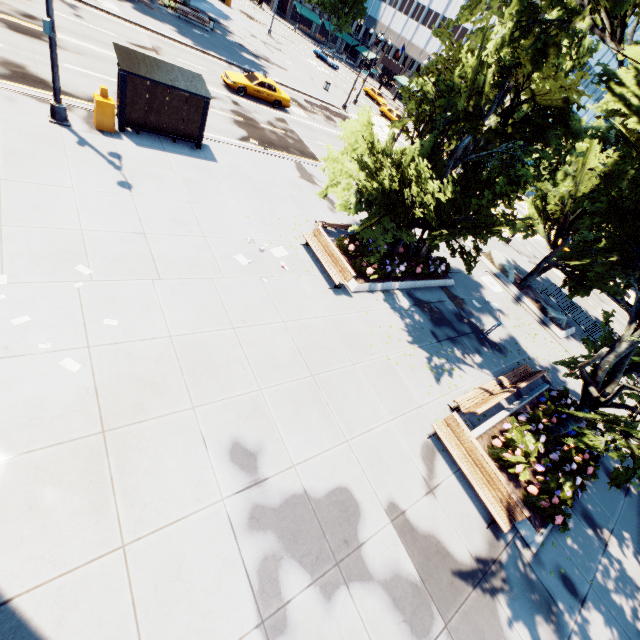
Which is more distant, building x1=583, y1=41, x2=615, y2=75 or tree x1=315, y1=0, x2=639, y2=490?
building x1=583, y1=41, x2=615, y2=75

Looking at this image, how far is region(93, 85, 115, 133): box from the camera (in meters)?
11.82

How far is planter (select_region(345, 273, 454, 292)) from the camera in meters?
13.0

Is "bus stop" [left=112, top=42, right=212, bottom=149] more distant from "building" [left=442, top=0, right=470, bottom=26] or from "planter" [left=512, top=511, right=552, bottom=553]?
"building" [left=442, top=0, right=470, bottom=26]

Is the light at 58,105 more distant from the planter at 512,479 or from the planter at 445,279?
the planter at 512,479

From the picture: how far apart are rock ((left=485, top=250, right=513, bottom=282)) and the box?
22.7 meters

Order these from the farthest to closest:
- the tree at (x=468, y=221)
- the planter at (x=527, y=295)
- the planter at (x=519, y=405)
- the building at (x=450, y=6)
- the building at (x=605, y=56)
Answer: the building at (x=450, y=6) → the building at (x=605, y=56) → the planter at (x=527, y=295) → the planter at (x=519, y=405) → the tree at (x=468, y=221)

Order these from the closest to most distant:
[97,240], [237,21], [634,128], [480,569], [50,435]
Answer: [50,435] → [480,569] → [634,128] → [97,240] → [237,21]
